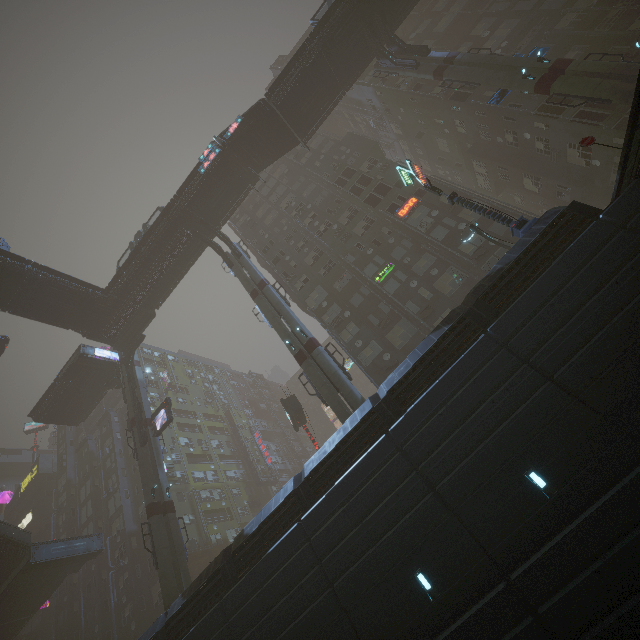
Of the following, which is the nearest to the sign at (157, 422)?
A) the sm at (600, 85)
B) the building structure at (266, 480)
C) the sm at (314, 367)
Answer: the sm at (314, 367)

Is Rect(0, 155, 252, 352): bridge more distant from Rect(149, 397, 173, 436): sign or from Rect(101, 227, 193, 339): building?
Rect(149, 397, 173, 436): sign

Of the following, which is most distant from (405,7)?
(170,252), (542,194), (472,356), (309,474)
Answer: (309,474)

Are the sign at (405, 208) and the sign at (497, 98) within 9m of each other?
yes

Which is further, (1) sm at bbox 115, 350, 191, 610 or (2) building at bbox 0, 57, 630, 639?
(1) sm at bbox 115, 350, 191, 610

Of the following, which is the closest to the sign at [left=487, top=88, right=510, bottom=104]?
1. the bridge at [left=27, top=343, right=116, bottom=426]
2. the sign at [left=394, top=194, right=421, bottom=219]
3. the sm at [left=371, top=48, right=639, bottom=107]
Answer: the sm at [left=371, top=48, right=639, bottom=107]

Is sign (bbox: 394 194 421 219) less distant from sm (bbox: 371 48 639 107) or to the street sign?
sm (bbox: 371 48 639 107)

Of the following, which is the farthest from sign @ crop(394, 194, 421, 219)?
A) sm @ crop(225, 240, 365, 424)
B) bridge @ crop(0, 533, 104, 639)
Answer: bridge @ crop(0, 533, 104, 639)
